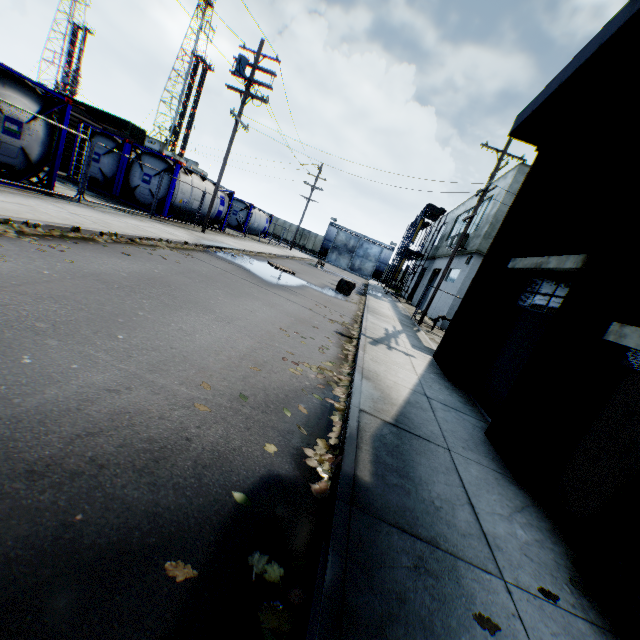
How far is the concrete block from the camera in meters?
18.3

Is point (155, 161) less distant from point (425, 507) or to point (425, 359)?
point (425, 359)

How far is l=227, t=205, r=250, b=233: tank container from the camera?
31.8m

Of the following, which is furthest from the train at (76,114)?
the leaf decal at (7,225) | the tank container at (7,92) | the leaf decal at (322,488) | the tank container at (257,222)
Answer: the leaf decal at (322,488)

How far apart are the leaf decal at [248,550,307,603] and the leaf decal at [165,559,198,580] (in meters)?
0.36

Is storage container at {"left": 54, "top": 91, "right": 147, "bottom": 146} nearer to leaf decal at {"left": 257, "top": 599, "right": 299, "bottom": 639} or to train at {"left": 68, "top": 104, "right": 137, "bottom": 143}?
train at {"left": 68, "top": 104, "right": 137, "bottom": 143}

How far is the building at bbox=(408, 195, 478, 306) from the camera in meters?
25.4

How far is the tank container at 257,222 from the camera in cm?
2246
